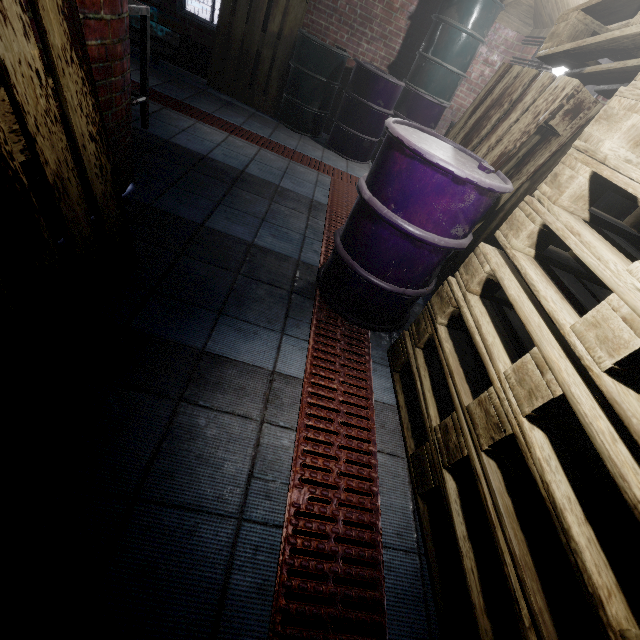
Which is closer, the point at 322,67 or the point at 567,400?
the point at 567,400

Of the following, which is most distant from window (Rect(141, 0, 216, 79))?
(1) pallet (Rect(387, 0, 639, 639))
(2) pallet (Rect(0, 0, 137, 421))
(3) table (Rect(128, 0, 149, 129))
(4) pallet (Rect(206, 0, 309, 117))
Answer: (2) pallet (Rect(0, 0, 137, 421))

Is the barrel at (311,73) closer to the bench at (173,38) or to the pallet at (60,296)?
the bench at (173,38)

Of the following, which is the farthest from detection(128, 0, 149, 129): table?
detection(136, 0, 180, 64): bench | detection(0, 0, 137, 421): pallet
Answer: detection(136, 0, 180, 64): bench

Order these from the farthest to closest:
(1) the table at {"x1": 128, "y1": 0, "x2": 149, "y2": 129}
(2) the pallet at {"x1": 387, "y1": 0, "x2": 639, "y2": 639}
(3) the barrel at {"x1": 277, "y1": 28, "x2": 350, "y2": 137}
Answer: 1. (3) the barrel at {"x1": 277, "y1": 28, "x2": 350, "y2": 137}
2. (1) the table at {"x1": 128, "y1": 0, "x2": 149, "y2": 129}
3. (2) the pallet at {"x1": 387, "y1": 0, "x2": 639, "y2": 639}

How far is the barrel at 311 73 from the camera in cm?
398

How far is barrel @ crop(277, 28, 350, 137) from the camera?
3.98m

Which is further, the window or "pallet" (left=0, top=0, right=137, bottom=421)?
the window
